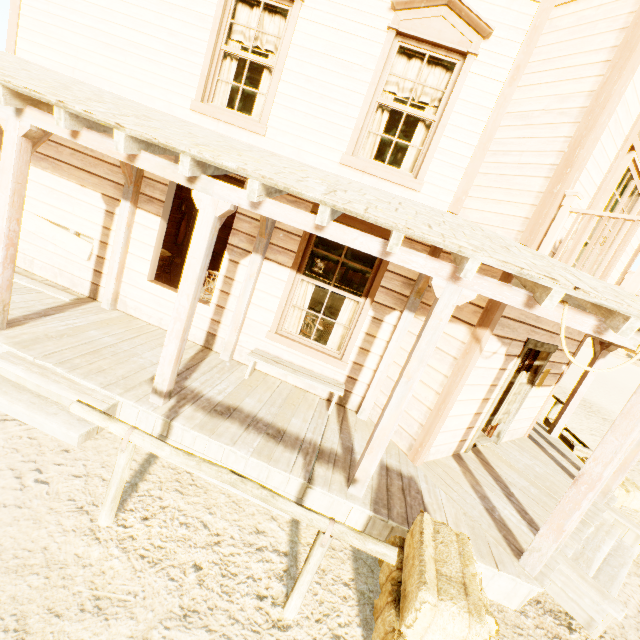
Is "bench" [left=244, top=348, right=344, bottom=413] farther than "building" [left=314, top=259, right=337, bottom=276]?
No

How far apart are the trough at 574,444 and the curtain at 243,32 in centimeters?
991cm

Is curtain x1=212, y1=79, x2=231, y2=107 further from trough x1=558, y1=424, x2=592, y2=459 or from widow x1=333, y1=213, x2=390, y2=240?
trough x1=558, y1=424, x2=592, y2=459

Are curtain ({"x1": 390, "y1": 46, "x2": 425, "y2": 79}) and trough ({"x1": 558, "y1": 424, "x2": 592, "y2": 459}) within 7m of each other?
no

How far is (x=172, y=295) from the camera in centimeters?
576cm

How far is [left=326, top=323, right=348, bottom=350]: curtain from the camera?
5.6 meters

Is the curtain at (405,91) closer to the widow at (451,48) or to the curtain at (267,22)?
the widow at (451,48)

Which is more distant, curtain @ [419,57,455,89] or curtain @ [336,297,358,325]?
curtain @ [336,297,358,325]
